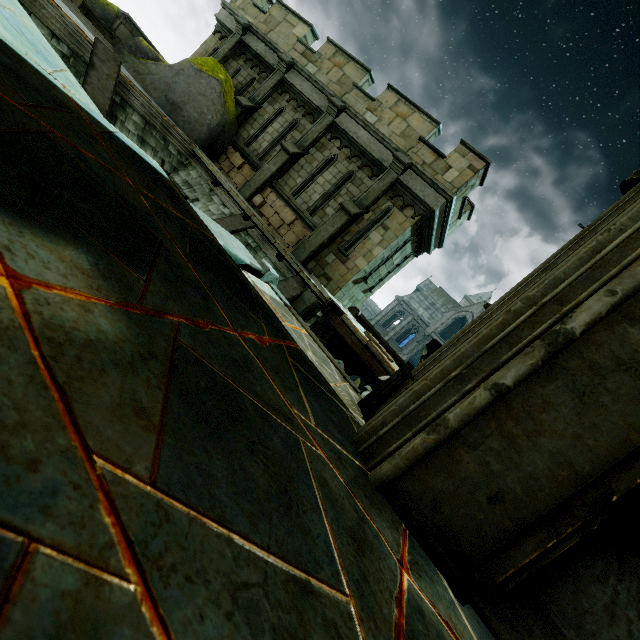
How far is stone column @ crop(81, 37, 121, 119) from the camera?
7.82m

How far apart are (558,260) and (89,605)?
4.63m

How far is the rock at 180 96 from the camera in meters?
11.0

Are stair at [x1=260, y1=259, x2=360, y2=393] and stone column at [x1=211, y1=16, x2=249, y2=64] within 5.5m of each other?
no

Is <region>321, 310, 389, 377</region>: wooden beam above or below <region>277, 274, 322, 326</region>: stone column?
above

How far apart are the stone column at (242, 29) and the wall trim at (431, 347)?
14.84m

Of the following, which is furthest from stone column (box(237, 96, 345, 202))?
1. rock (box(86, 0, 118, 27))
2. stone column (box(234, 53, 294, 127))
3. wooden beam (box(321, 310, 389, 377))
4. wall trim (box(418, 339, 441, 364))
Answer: wall trim (box(418, 339, 441, 364))

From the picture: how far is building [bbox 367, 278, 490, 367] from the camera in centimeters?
4769cm
